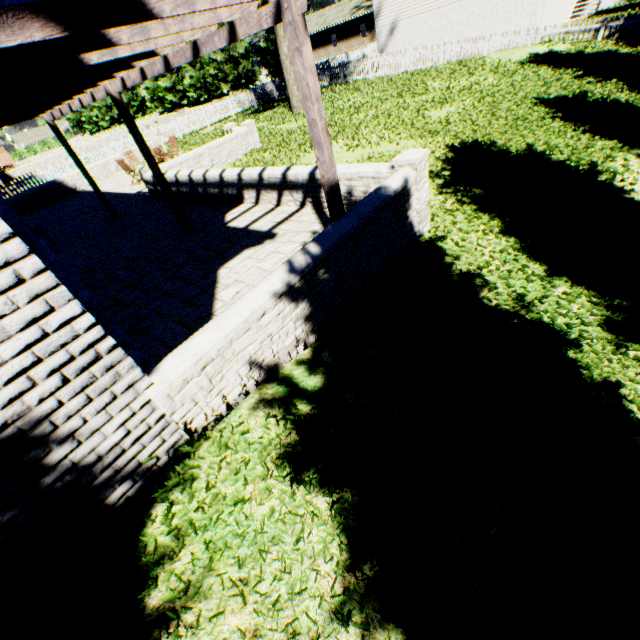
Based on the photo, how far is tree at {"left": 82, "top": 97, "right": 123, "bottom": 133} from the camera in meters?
51.0

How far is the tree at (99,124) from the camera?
51.0m

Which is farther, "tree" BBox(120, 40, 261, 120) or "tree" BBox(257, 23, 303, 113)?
"tree" BBox(120, 40, 261, 120)

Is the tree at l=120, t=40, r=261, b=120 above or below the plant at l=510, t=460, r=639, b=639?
above

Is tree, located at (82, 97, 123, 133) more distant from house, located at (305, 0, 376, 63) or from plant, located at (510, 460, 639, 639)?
plant, located at (510, 460, 639, 639)

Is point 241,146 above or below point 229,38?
below

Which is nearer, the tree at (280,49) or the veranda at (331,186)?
the veranda at (331,186)

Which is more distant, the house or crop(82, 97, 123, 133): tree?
crop(82, 97, 123, 133): tree
